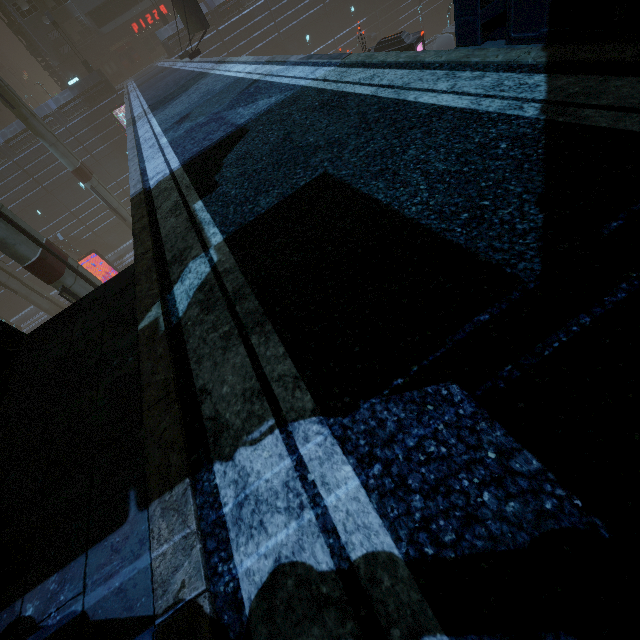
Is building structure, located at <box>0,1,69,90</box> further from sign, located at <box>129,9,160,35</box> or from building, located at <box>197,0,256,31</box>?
sign, located at <box>129,9,160,35</box>

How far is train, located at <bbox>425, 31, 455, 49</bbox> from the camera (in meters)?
26.31

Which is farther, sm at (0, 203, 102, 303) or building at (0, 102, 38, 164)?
building at (0, 102, 38, 164)

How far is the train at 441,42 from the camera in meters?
26.3

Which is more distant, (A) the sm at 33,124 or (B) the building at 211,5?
(B) the building at 211,5

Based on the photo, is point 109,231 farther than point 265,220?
Yes

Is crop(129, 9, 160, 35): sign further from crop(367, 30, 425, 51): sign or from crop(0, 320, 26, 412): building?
crop(367, 30, 425, 51): sign

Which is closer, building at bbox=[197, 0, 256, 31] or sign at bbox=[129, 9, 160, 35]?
building at bbox=[197, 0, 256, 31]
